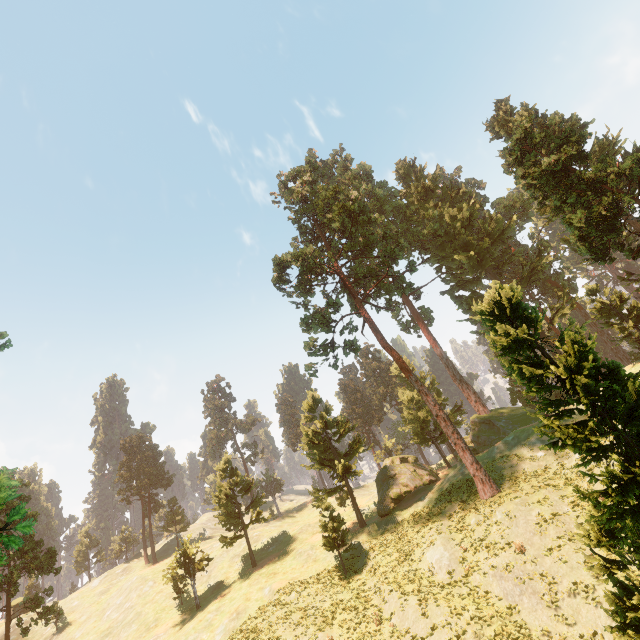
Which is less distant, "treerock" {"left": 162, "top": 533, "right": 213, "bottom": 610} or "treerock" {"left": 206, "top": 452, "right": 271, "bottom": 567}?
"treerock" {"left": 162, "top": 533, "right": 213, "bottom": 610}

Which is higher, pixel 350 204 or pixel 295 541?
pixel 350 204

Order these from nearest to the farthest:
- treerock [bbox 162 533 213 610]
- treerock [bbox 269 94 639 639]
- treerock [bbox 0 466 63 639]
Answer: treerock [bbox 0 466 63 639], treerock [bbox 269 94 639 639], treerock [bbox 162 533 213 610]

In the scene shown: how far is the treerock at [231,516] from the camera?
40.4m

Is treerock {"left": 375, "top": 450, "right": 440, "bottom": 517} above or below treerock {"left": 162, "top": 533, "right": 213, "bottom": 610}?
below

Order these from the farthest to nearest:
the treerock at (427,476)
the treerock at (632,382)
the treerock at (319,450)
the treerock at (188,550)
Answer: the treerock at (188,550)
the treerock at (427,476)
the treerock at (319,450)
the treerock at (632,382)
